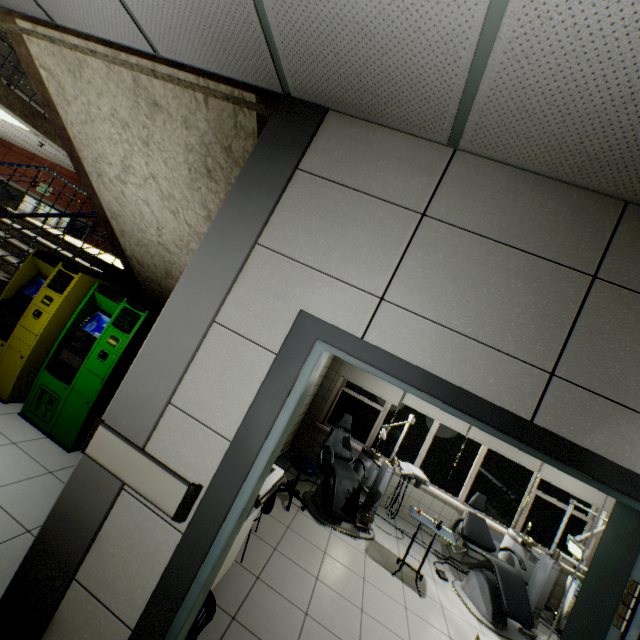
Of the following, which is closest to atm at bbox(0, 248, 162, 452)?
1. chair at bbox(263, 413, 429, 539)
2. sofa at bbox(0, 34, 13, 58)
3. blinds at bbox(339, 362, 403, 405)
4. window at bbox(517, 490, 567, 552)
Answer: chair at bbox(263, 413, 429, 539)

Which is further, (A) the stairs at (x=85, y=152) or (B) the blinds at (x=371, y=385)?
(B) the blinds at (x=371, y=385)

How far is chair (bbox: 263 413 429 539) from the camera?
4.3m

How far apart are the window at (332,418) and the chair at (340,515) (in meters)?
1.58

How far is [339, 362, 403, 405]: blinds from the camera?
6.2m

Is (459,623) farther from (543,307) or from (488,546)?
(543,307)

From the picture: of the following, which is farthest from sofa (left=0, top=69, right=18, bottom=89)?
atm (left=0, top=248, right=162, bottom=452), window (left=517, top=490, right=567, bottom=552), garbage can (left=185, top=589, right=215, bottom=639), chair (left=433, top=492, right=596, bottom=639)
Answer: window (left=517, top=490, right=567, bottom=552)

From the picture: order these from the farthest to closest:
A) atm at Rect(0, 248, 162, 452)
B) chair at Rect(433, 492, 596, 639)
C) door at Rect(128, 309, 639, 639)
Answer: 1. chair at Rect(433, 492, 596, 639)
2. atm at Rect(0, 248, 162, 452)
3. door at Rect(128, 309, 639, 639)
